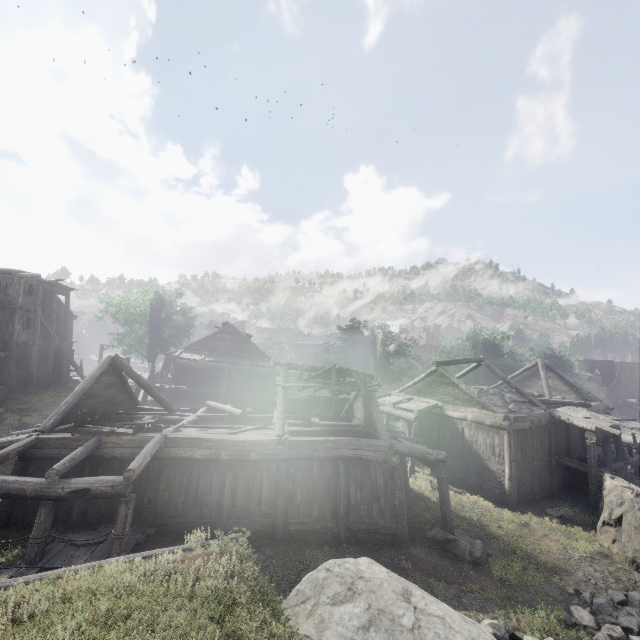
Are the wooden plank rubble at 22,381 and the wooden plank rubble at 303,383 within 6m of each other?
no

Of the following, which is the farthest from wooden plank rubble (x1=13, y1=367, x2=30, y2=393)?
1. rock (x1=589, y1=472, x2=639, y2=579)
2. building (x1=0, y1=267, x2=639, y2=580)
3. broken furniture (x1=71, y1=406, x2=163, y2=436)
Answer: rock (x1=589, y1=472, x2=639, y2=579)

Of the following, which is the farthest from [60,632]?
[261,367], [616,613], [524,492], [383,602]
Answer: [261,367]

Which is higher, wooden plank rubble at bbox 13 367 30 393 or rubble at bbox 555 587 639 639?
wooden plank rubble at bbox 13 367 30 393

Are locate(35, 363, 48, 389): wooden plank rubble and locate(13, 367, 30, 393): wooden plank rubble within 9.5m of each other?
yes

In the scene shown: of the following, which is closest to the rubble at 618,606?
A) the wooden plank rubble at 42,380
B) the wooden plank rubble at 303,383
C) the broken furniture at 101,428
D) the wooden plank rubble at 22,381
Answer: the wooden plank rubble at 303,383

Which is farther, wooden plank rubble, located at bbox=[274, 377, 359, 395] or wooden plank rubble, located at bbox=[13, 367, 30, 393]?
wooden plank rubble, located at bbox=[13, 367, 30, 393]

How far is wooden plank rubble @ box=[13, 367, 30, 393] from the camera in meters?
25.7
